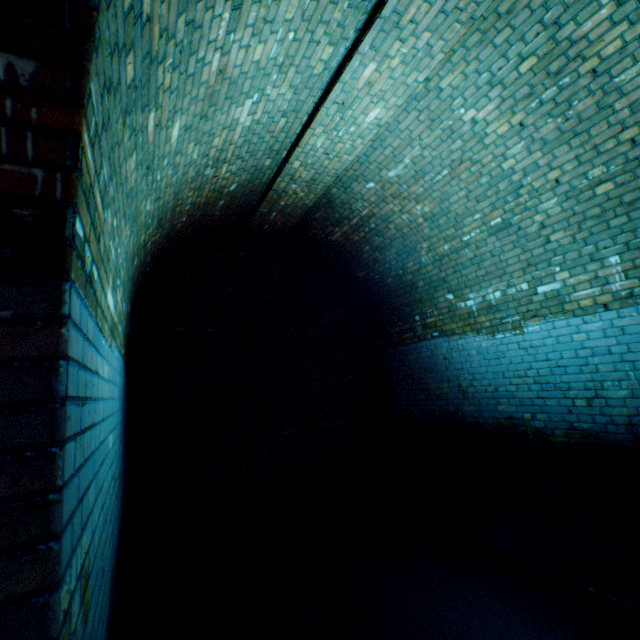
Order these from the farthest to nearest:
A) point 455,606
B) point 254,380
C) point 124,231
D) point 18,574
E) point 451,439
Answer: point 254,380 → point 451,439 → point 455,606 → point 124,231 → point 18,574
